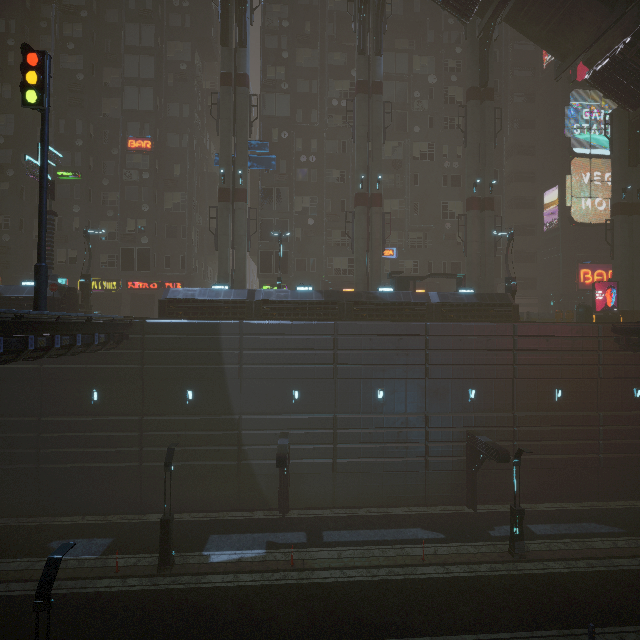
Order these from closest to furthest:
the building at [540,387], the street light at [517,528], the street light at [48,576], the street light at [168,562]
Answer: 1. the street light at [48,576]
2. the street light at [168,562]
3. the street light at [517,528]
4. the building at [540,387]

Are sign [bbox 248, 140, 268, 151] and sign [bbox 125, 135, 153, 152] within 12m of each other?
yes

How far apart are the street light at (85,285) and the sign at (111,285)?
5.97m

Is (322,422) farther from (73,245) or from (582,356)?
(73,245)

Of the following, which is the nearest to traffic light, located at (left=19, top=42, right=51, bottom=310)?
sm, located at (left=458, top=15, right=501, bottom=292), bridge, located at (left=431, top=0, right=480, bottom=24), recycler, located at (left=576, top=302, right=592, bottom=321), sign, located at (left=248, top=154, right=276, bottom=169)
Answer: sign, located at (left=248, top=154, right=276, bottom=169)

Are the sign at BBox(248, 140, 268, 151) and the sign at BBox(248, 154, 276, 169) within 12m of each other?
yes

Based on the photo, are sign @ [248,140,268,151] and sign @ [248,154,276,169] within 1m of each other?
yes

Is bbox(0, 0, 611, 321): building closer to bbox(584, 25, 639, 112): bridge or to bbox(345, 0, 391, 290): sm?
bbox(345, 0, 391, 290): sm
